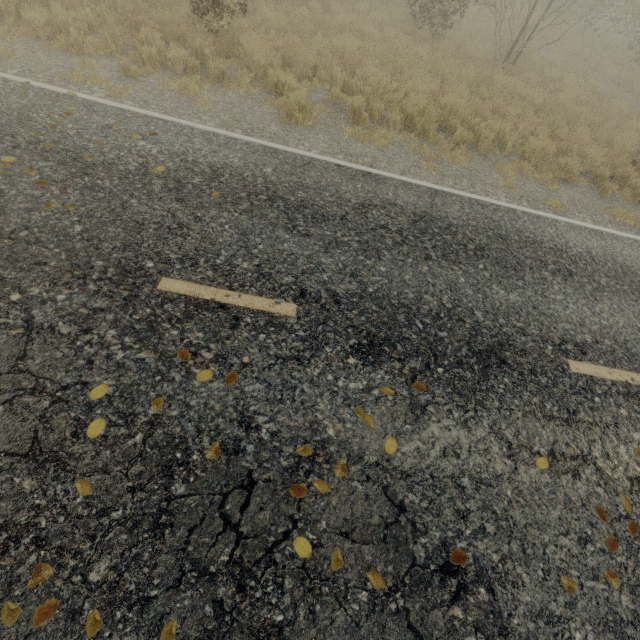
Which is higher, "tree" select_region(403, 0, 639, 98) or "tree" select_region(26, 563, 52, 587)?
"tree" select_region(403, 0, 639, 98)

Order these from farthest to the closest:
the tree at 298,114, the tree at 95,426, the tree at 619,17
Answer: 1. the tree at 619,17
2. the tree at 298,114
3. the tree at 95,426

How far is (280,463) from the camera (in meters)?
2.73

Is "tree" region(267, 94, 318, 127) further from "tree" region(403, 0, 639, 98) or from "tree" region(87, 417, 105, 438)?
"tree" region(87, 417, 105, 438)

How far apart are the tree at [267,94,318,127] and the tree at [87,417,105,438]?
6.7 meters

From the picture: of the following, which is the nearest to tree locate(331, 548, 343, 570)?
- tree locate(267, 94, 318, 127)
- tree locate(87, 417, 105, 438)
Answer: tree locate(267, 94, 318, 127)

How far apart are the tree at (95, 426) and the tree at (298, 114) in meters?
6.7 m
